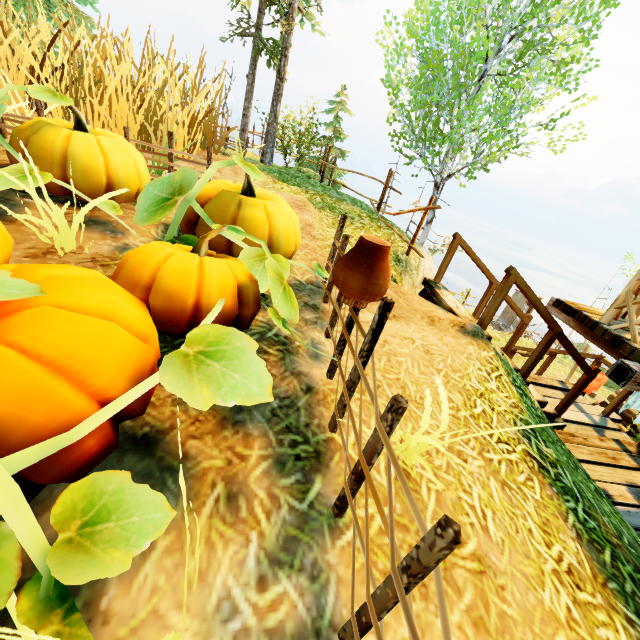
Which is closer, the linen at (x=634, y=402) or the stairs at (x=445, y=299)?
the stairs at (x=445, y=299)

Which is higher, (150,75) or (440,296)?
(150,75)

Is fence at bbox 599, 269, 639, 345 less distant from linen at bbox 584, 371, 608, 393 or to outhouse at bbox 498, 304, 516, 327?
linen at bbox 584, 371, 608, 393

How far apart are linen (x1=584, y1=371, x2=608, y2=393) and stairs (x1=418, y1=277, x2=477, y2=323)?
7.3m

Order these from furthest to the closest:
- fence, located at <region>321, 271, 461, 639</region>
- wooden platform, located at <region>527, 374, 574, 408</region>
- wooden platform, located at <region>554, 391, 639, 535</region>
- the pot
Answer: wooden platform, located at <region>527, 374, 574, 408</region>
wooden platform, located at <region>554, 391, 639, 535</region>
the pot
fence, located at <region>321, 271, 461, 639</region>

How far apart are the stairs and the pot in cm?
261

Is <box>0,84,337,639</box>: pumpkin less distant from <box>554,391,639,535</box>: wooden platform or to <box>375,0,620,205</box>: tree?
<box>375,0,620,205</box>: tree

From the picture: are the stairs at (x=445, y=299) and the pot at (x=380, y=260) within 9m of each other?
yes
